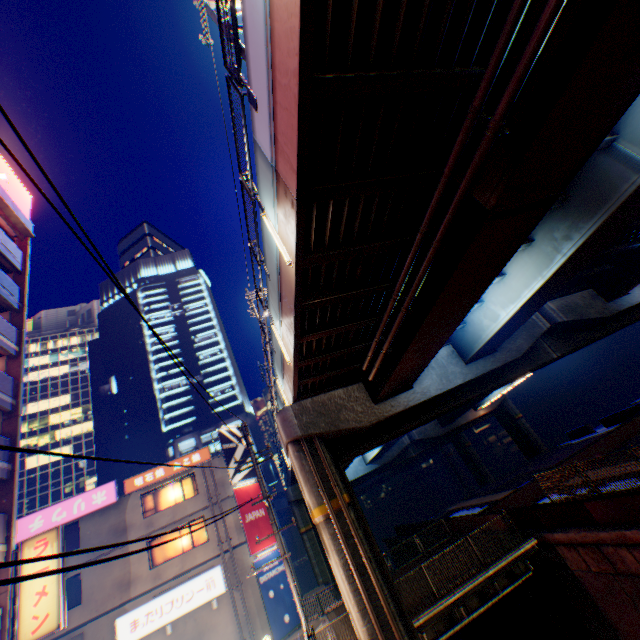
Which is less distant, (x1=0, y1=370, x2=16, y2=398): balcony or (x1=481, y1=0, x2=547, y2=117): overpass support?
(x1=481, y1=0, x2=547, y2=117): overpass support

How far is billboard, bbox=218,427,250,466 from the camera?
24.8m

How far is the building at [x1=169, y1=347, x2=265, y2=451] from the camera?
53.2 meters

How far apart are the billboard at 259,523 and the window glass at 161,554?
2.11m

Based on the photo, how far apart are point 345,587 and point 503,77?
15.3 meters

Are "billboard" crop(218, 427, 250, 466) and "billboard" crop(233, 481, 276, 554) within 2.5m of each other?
yes

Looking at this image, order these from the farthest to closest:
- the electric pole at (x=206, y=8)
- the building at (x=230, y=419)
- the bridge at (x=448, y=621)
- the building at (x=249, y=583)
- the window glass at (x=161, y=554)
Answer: the building at (x=230, y=419) < the window glass at (x=161, y=554) < the building at (x=249, y=583) < the bridge at (x=448, y=621) < the electric pole at (x=206, y=8)

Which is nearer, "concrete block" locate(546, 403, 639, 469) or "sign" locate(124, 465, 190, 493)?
"concrete block" locate(546, 403, 639, 469)
